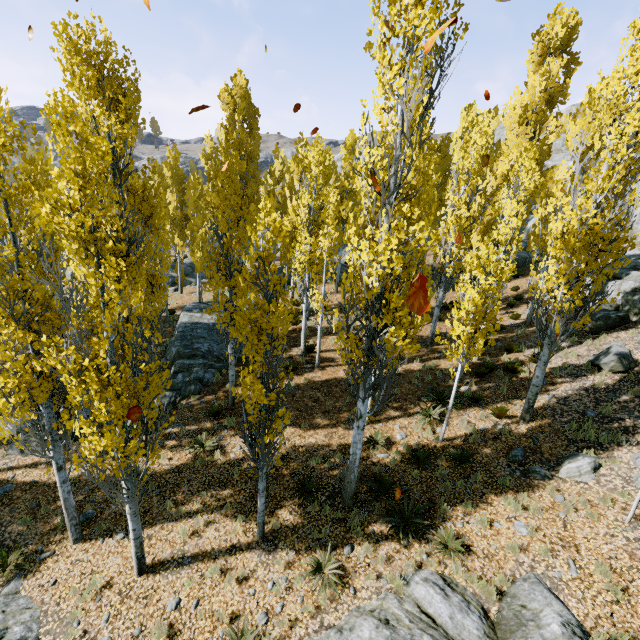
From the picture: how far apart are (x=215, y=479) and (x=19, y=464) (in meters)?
7.18

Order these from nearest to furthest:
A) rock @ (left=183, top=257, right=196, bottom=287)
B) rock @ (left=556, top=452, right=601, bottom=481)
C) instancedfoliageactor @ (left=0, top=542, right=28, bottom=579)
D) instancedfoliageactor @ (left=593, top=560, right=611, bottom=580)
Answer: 1. instancedfoliageactor @ (left=593, top=560, right=611, bottom=580)
2. instancedfoliageactor @ (left=0, top=542, right=28, bottom=579)
3. rock @ (left=556, top=452, right=601, bottom=481)
4. rock @ (left=183, top=257, right=196, bottom=287)

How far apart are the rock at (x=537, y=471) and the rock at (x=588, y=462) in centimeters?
18cm

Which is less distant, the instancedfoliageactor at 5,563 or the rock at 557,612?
the rock at 557,612

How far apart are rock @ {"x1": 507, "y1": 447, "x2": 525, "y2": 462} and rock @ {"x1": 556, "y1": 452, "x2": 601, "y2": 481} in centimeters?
77cm

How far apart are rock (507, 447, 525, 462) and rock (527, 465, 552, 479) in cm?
29

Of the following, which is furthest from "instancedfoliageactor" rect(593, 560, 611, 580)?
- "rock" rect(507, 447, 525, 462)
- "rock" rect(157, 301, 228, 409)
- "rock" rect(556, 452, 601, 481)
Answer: "rock" rect(556, 452, 601, 481)
